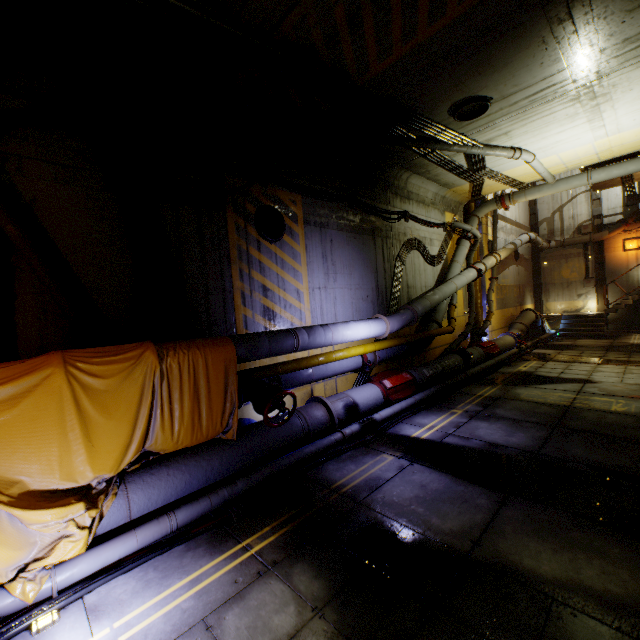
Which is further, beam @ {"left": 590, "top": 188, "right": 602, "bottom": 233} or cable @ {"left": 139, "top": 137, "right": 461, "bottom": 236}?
beam @ {"left": 590, "top": 188, "right": 602, "bottom": 233}

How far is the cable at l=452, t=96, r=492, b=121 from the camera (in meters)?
7.09

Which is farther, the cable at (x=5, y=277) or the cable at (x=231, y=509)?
the cable at (x=5, y=277)

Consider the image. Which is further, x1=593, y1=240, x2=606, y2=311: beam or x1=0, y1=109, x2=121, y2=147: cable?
x1=593, y1=240, x2=606, y2=311: beam

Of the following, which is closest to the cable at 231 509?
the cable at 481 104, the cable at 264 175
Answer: the cable at 264 175

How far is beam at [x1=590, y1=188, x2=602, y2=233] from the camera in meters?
20.1 m

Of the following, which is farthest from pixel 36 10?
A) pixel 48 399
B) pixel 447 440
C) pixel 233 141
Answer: pixel 447 440

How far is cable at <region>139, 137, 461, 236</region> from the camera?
5.6m
